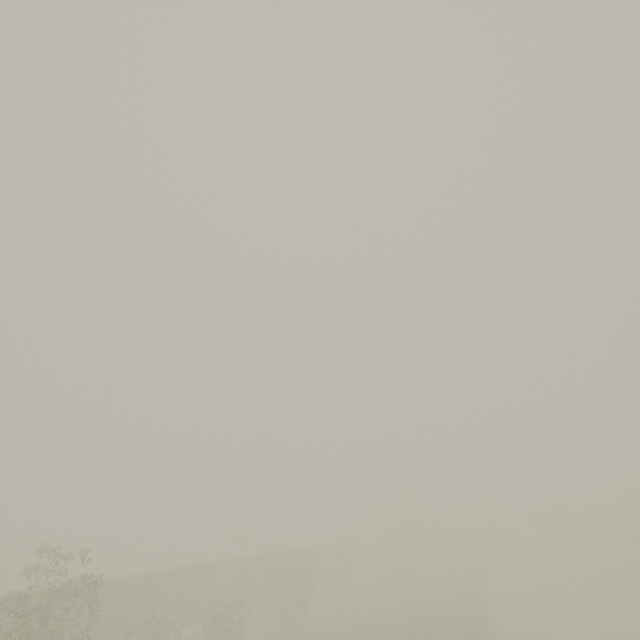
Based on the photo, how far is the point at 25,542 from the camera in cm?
4622

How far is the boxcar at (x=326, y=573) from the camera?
37.4m

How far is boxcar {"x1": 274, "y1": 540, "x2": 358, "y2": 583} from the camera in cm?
3744

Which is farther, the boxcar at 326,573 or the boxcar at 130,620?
the boxcar at 326,573

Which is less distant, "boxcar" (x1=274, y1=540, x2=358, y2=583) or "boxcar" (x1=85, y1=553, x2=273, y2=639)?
"boxcar" (x1=85, y1=553, x2=273, y2=639)
